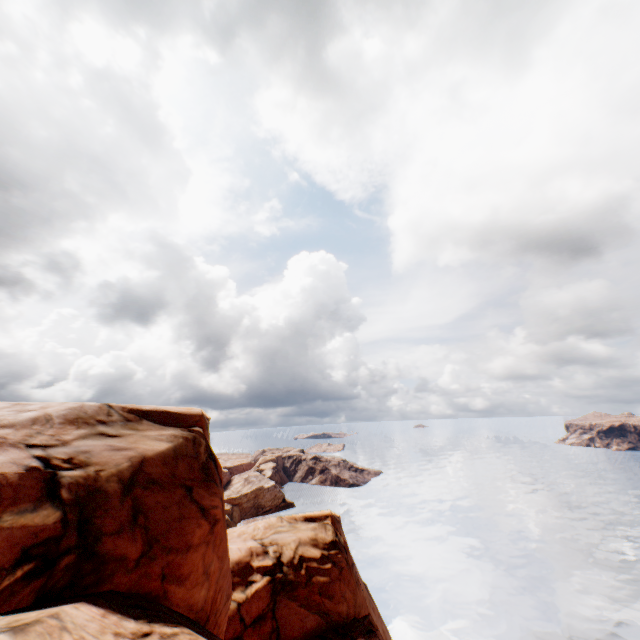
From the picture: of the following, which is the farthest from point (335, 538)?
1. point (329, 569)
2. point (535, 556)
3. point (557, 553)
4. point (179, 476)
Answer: point (557, 553)
